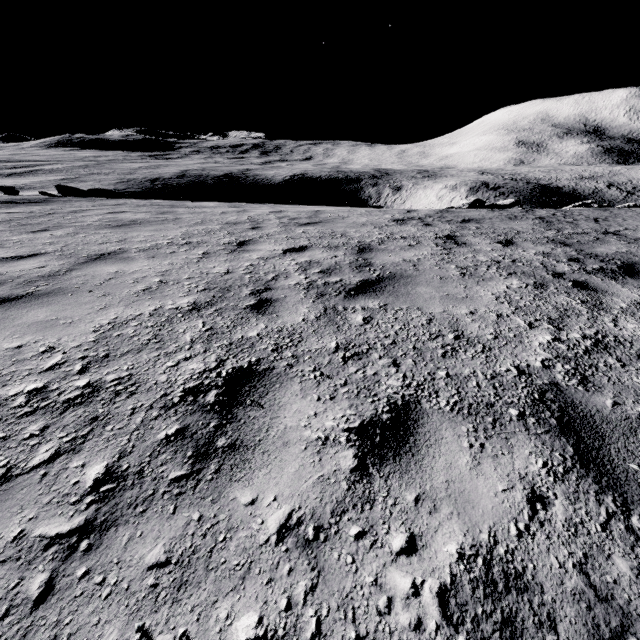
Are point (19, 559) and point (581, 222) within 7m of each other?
no

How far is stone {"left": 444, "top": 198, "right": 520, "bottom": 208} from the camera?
14.5 meters

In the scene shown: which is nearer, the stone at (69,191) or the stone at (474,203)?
the stone at (69,191)

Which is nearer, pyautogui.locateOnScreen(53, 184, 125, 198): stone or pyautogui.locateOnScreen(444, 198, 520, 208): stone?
pyautogui.locateOnScreen(53, 184, 125, 198): stone

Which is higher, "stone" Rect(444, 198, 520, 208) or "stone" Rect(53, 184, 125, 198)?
"stone" Rect(53, 184, 125, 198)

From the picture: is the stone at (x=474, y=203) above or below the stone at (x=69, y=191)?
below

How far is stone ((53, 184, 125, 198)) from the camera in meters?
13.9 m
